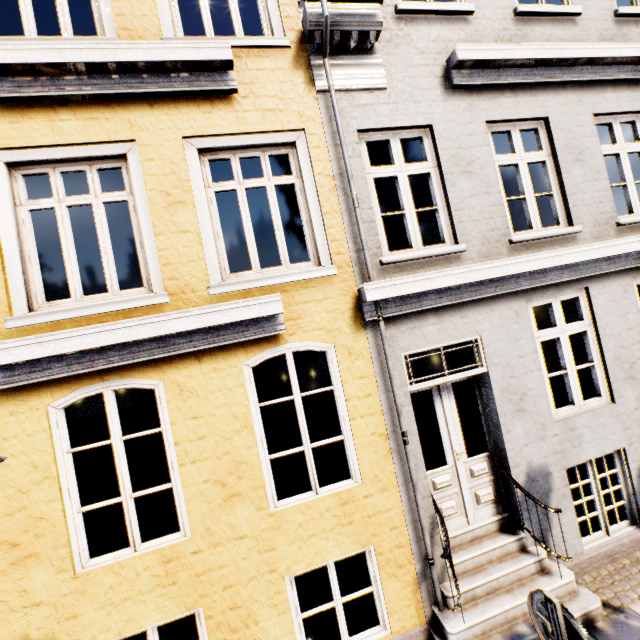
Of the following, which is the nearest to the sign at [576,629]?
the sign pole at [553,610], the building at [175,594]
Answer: the sign pole at [553,610]

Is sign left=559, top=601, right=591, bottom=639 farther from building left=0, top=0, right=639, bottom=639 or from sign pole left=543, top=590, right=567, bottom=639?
building left=0, top=0, right=639, bottom=639

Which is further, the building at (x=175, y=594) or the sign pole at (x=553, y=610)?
the building at (x=175, y=594)

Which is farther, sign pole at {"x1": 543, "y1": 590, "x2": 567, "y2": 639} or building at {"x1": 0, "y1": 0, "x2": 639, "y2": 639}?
building at {"x1": 0, "y1": 0, "x2": 639, "y2": 639}

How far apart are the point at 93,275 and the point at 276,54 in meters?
8.3

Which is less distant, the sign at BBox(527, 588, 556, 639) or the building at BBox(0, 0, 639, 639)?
the sign at BBox(527, 588, 556, 639)

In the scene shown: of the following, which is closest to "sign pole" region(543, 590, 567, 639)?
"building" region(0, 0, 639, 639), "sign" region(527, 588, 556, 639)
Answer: "sign" region(527, 588, 556, 639)
